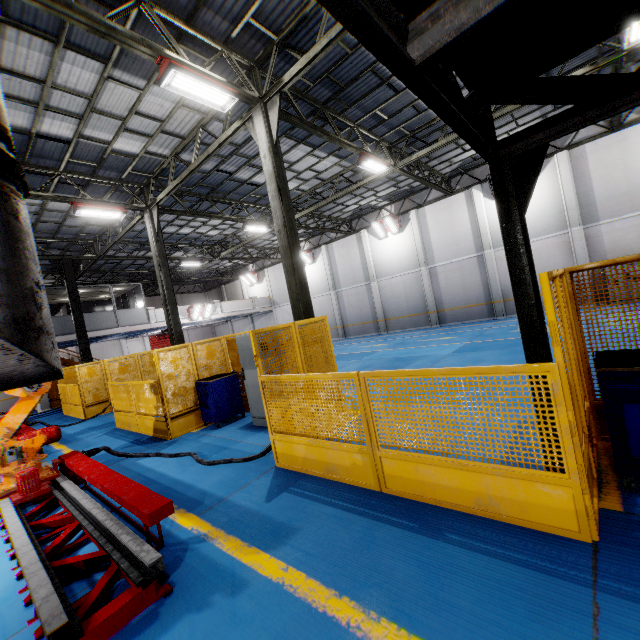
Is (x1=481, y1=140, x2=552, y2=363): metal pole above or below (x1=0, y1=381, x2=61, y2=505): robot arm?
above

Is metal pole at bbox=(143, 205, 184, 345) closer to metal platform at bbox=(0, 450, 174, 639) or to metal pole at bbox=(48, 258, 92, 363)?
metal platform at bbox=(0, 450, 174, 639)

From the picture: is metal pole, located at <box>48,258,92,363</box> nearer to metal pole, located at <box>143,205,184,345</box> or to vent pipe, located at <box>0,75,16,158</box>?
vent pipe, located at <box>0,75,16,158</box>

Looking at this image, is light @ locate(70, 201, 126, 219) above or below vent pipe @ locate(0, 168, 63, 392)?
above

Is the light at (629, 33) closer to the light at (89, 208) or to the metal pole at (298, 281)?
the metal pole at (298, 281)

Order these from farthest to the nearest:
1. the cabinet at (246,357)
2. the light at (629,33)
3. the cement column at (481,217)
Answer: the cement column at (481,217)
the light at (629,33)
the cabinet at (246,357)

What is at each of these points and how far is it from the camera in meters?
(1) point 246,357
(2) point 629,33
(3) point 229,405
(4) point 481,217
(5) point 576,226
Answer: (1) cabinet, 7.5 m
(2) light, 8.0 m
(3) toolbox, 8.2 m
(4) cement column, 18.8 m
(5) cement column, 16.2 m

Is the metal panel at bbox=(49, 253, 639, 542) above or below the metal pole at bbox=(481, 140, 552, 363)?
below
